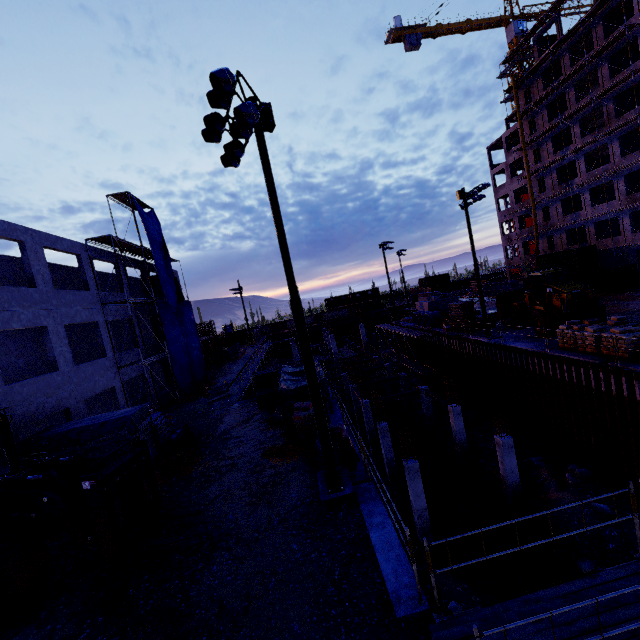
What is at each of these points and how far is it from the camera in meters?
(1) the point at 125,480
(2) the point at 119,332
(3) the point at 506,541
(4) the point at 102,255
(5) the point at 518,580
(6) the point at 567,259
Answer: (1) forklift, 8.2 m
(2) concrete column, 28.5 m
(3) pipe, 13.6 m
(4) concrete column, 21.1 m
(5) pipe, 11.9 m
(6) cargo container, 36.7 m

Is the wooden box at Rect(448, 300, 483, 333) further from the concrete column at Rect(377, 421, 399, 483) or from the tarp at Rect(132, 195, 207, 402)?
the tarp at Rect(132, 195, 207, 402)

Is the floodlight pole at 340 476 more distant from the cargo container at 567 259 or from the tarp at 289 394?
the cargo container at 567 259

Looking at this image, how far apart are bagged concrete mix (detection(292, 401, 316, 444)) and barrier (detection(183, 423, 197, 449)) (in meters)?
5.36

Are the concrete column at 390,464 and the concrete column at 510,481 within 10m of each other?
yes

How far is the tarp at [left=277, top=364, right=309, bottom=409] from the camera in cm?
1525

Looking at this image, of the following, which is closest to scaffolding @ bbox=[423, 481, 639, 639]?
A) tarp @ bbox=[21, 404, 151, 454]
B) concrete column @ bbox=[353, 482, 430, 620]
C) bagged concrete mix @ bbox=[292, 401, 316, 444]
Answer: concrete column @ bbox=[353, 482, 430, 620]

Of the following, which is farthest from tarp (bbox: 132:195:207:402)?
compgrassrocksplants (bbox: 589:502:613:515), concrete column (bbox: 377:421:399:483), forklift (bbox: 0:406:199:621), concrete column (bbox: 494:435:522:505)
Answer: A: compgrassrocksplants (bbox: 589:502:613:515)
